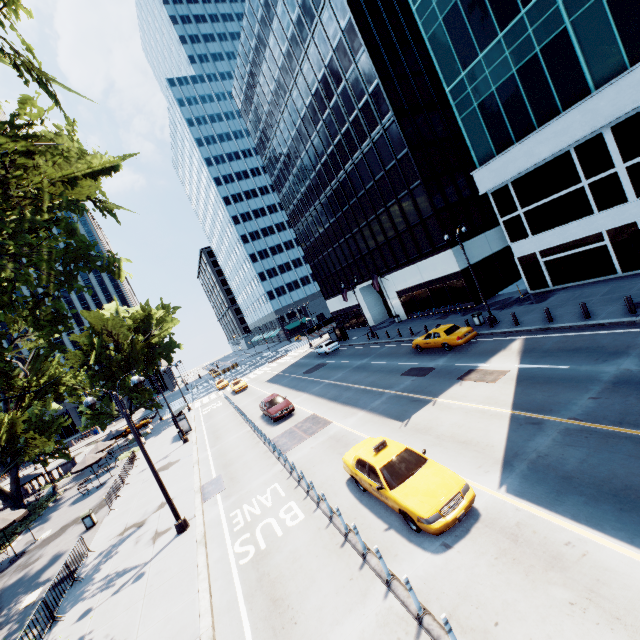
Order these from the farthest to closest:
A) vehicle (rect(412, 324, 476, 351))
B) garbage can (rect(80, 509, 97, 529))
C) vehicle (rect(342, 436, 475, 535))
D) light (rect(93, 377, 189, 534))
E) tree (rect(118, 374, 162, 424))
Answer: tree (rect(118, 374, 162, 424))
vehicle (rect(412, 324, 476, 351))
garbage can (rect(80, 509, 97, 529))
light (rect(93, 377, 189, 534))
vehicle (rect(342, 436, 475, 535))

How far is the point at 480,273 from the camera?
31.2 meters

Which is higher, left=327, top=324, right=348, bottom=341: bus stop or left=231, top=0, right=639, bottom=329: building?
left=231, top=0, right=639, bottom=329: building

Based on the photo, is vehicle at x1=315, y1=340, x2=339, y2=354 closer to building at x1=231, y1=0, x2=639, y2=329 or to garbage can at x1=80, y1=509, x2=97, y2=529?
building at x1=231, y1=0, x2=639, y2=329

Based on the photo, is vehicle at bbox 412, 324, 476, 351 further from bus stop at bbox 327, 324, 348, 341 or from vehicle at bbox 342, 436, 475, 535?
bus stop at bbox 327, 324, 348, 341

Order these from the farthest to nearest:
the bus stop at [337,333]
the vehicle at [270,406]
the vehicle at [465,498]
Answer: the bus stop at [337,333] < the vehicle at [270,406] < the vehicle at [465,498]

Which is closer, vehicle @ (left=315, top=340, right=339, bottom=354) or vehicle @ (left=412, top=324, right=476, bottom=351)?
vehicle @ (left=412, top=324, right=476, bottom=351)

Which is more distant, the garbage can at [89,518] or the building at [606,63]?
the garbage can at [89,518]
